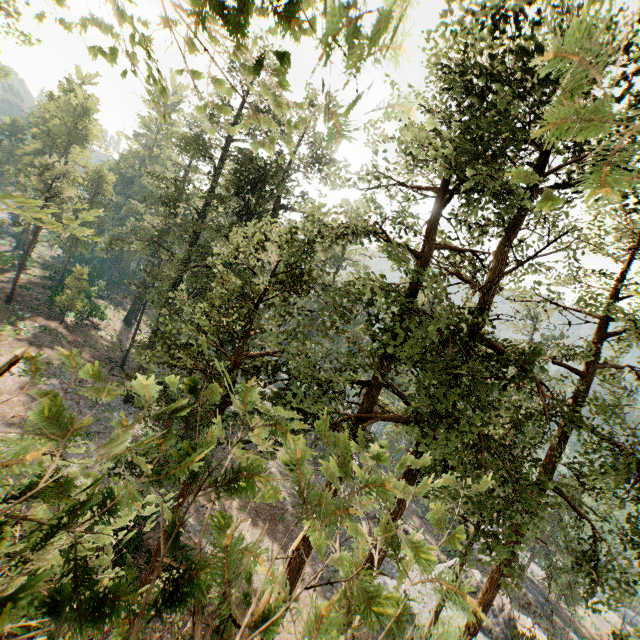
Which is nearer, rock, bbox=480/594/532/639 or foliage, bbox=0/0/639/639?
foliage, bbox=0/0/639/639

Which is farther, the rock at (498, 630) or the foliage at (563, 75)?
the rock at (498, 630)

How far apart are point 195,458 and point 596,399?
14.3 meters

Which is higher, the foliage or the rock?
the foliage

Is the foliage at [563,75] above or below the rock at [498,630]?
above
